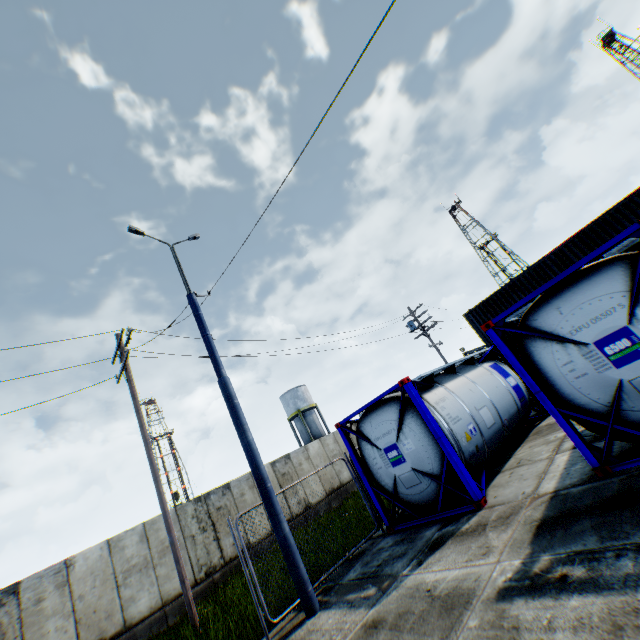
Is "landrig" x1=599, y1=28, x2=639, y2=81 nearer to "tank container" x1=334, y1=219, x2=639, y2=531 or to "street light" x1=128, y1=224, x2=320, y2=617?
"tank container" x1=334, y1=219, x2=639, y2=531

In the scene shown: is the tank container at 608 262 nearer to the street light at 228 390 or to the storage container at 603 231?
the street light at 228 390

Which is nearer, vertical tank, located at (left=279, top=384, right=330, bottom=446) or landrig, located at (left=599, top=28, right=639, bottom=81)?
vertical tank, located at (left=279, top=384, right=330, bottom=446)

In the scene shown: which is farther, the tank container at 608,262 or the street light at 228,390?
the street light at 228,390

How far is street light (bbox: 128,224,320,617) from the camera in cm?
622

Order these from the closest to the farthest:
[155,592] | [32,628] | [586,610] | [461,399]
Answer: [586,610] < [461,399] < [32,628] < [155,592]

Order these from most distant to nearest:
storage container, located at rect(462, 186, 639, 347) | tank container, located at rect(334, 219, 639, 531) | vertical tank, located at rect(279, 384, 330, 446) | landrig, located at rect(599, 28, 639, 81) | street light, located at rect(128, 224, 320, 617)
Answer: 1. landrig, located at rect(599, 28, 639, 81)
2. vertical tank, located at rect(279, 384, 330, 446)
3. storage container, located at rect(462, 186, 639, 347)
4. street light, located at rect(128, 224, 320, 617)
5. tank container, located at rect(334, 219, 639, 531)

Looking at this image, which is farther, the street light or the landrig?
the landrig
